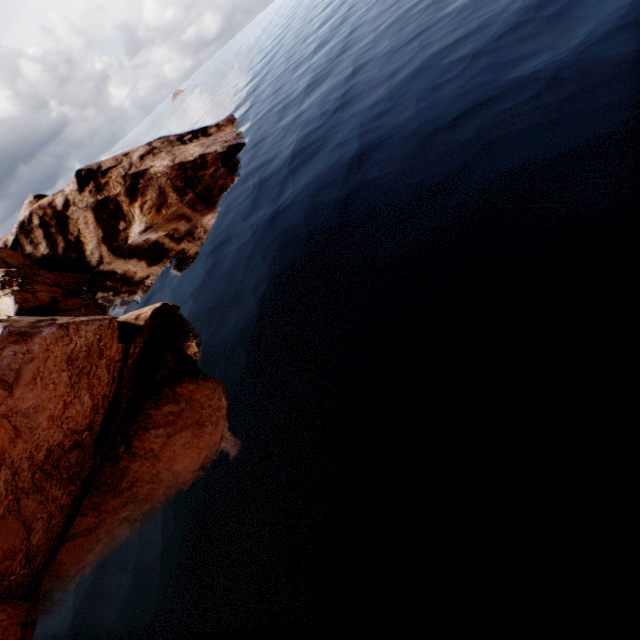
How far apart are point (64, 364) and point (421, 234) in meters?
18.1 m
